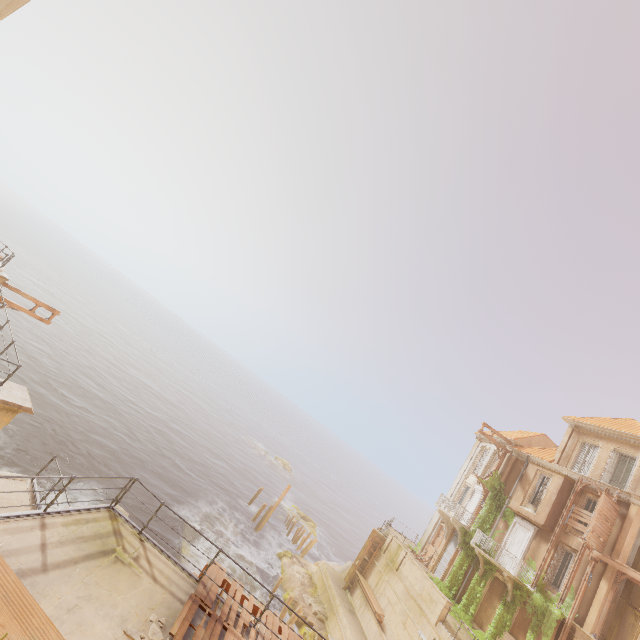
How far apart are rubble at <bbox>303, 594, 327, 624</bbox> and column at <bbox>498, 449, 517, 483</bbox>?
16.25m

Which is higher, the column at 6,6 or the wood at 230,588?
the column at 6,6

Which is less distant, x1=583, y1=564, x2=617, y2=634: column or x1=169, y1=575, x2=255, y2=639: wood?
x1=169, y1=575, x2=255, y2=639: wood

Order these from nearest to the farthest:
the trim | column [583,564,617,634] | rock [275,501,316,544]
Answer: column [583,564,617,634], the trim, rock [275,501,316,544]

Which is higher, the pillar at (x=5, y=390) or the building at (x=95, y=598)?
the pillar at (x=5, y=390)

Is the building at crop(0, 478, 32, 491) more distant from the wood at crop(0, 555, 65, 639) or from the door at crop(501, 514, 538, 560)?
the door at crop(501, 514, 538, 560)

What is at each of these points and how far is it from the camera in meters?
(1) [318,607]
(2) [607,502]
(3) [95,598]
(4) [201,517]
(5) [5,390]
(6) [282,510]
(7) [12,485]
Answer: (1) rubble, 23.7
(2) wood, 19.9
(3) building, 6.8
(4) rock, 28.0
(5) pillar, 9.9
(6) rock, 44.2
(7) building, 10.5

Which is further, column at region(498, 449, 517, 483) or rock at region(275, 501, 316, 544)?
rock at region(275, 501, 316, 544)
